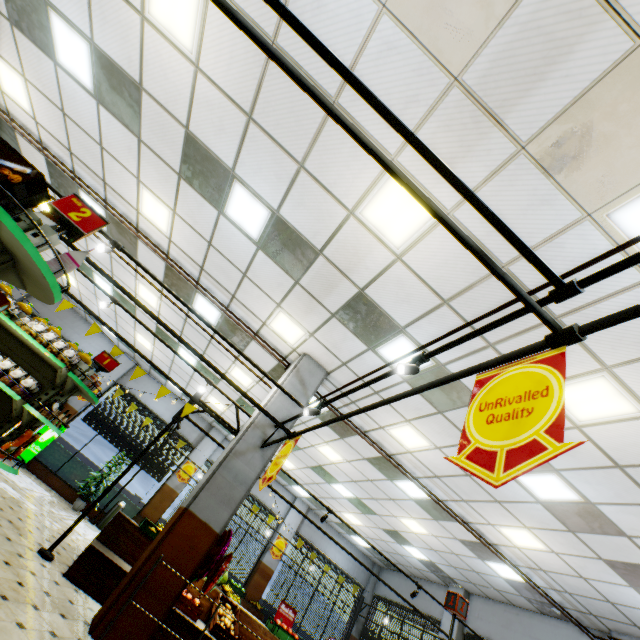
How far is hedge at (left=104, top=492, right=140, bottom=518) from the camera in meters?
12.1

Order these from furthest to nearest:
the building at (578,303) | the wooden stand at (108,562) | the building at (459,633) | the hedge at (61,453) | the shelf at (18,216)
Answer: the hedge at (61,453)
the building at (459,633)
the wooden stand at (108,562)
the building at (578,303)
the shelf at (18,216)

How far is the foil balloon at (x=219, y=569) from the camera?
4.32m

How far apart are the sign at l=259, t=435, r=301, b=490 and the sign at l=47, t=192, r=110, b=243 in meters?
3.2

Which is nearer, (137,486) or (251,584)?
(251,584)

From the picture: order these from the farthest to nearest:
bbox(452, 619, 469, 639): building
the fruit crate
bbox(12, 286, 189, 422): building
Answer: bbox(12, 286, 189, 422): building → bbox(452, 619, 469, 639): building → the fruit crate

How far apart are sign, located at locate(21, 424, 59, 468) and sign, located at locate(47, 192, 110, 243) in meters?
12.4 m

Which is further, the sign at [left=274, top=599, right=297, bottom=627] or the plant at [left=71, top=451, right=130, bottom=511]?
the sign at [left=274, top=599, right=297, bottom=627]
